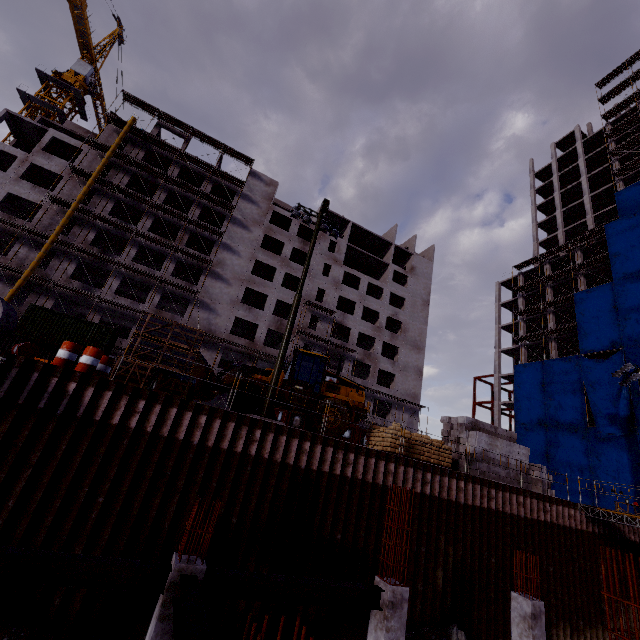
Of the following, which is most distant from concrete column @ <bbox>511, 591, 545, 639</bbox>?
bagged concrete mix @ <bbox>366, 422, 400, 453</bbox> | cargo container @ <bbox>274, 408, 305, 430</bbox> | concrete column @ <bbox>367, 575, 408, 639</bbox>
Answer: cargo container @ <bbox>274, 408, 305, 430</bbox>

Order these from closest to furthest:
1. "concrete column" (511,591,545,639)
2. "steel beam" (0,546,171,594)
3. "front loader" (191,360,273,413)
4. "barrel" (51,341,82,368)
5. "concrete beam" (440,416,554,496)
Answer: "steel beam" (0,546,171,594) → "concrete column" (511,591,545,639) → "barrel" (51,341,82,368) → "front loader" (191,360,273,413) → "concrete beam" (440,416,554,496)

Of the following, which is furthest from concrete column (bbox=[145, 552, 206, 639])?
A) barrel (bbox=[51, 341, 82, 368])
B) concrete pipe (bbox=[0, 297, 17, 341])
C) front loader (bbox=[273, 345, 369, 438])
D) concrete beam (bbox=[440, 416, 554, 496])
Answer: concrete beam (bbox=[440, 416, 554, 496])

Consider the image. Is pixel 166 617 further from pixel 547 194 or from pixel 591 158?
pixel 547 194

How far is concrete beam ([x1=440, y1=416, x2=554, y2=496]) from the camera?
16.6m

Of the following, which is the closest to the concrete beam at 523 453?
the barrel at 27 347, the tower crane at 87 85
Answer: the barrel at 27 347

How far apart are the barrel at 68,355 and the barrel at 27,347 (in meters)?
0.47

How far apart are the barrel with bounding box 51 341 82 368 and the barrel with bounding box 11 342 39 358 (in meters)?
0.47
